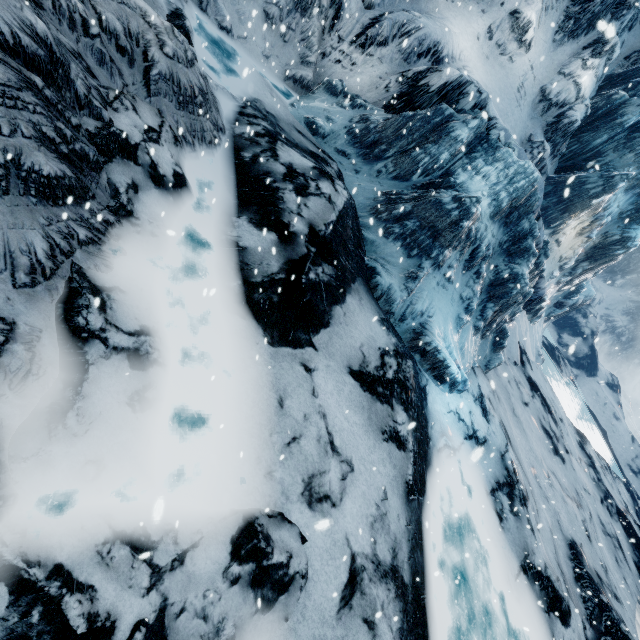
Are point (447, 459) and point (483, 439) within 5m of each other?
yes
